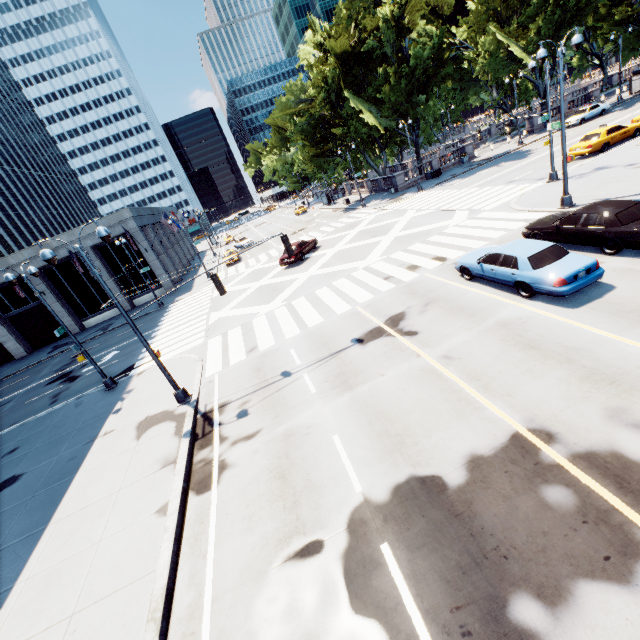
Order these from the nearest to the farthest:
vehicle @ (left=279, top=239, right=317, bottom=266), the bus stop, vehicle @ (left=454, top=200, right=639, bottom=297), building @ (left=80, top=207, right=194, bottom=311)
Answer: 1. vehicle @ (left=454, top=200, right=639, bottom=297)
2. vehicle @ (left=279, top=239, right=317, bottom=266)
3. building @ (left=80, top=207, right=194, bottom=311)
4. the bus stop

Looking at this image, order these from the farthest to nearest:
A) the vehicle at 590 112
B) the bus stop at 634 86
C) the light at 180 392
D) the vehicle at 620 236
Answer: the bus stop at 634 86
the vehicle at 590 112
the light at 180 392
the vehicle at 620 236

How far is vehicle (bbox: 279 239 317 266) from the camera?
27.2 meters

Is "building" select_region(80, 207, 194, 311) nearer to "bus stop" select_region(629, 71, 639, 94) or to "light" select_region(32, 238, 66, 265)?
"light" select_region(32, 238, 66, 265)

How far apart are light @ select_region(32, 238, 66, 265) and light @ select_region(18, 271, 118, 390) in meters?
5.8 m

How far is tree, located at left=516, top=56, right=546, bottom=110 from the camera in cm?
4322

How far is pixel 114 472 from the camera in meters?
10.8

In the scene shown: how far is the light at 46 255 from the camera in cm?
1042
